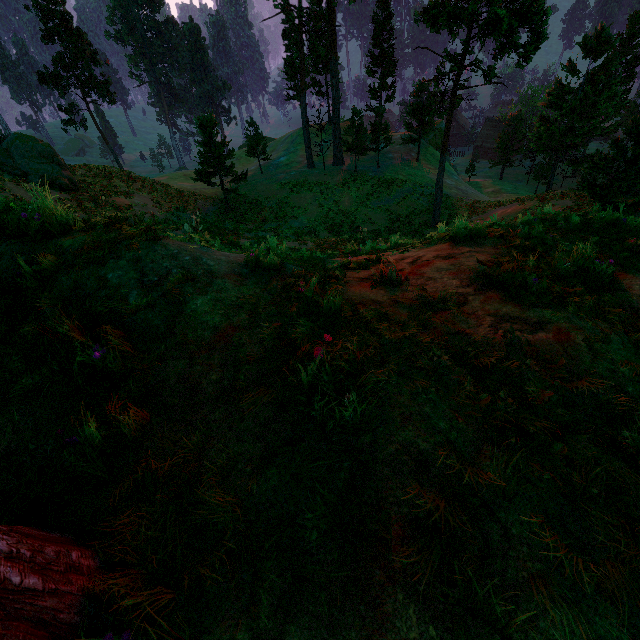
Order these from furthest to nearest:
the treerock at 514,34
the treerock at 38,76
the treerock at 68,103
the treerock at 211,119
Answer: the treerock at 68,103 → the treerock at 38,76 → the treerock at 211,119 → the treerock at 514,34

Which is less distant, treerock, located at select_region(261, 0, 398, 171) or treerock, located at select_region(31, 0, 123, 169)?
treerock, located at select_region(261, 0, 398, 171)

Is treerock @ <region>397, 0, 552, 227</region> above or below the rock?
above

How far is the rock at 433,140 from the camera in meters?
47.6 m

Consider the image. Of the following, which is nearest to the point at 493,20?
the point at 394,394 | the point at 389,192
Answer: the point at 389,192

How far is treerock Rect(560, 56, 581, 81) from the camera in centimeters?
3331cm
